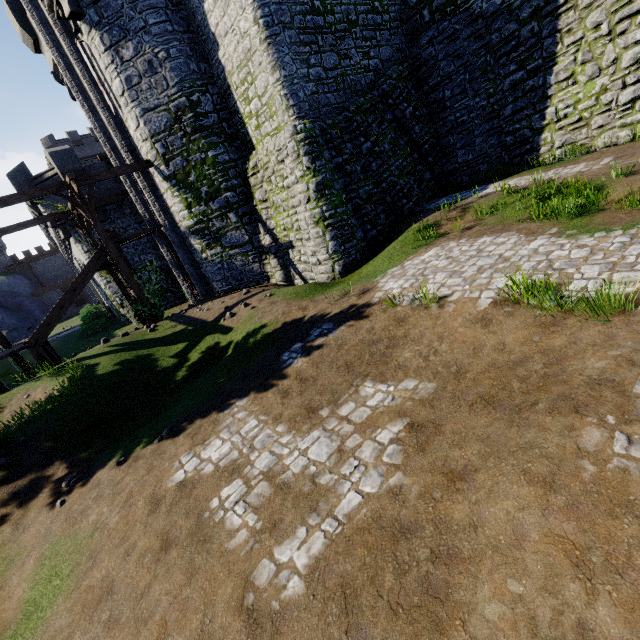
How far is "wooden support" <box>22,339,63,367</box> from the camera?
13.93m

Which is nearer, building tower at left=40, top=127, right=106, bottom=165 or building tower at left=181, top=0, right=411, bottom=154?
building tower at left=181, top=0, right=411, bottom=154

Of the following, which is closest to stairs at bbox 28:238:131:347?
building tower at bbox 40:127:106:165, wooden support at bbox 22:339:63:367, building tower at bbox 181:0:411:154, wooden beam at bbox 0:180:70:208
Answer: wooden support at bbox 22:339:63:367

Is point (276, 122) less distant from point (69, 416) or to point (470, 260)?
point (470, 260)

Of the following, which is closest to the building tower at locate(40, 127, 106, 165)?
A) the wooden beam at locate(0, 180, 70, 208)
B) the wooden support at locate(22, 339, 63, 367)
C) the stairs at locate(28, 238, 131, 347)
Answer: the stairs at locate(28, 238, 131, 347)

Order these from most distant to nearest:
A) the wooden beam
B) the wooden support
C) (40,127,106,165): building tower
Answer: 1. (40,127,106,165): building tower
2. the wooden support
3. the wooden beam

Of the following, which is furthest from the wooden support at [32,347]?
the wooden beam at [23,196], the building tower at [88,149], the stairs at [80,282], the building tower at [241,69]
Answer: the building tower at [88,149]

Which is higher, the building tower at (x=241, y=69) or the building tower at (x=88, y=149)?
the building tower at (x=88, y=149)
